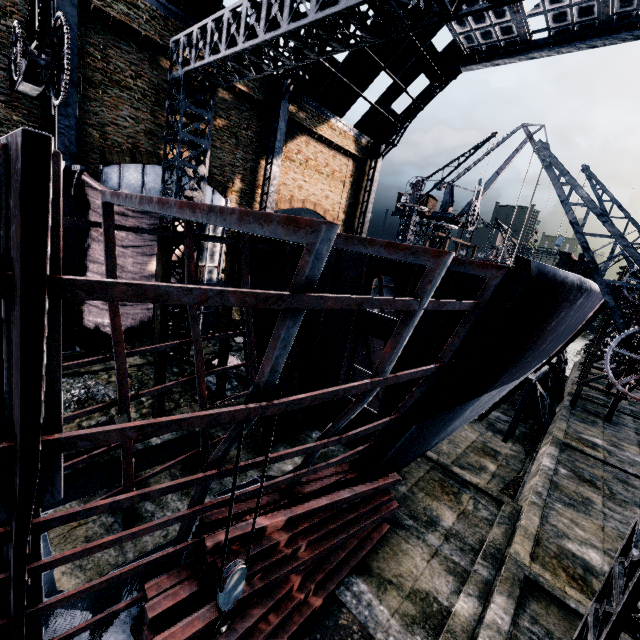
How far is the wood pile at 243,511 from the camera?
7.80m

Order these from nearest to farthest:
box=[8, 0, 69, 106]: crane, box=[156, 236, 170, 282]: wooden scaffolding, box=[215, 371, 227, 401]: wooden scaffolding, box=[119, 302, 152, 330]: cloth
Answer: box=[8, 0, 69, 106]: crane < box=[156, 236, 170, 282]: wooden scaffolding < box=[215, 371, 227, 401]: wooden scaffolding < box=[119, 302, 152, 330]: cloth

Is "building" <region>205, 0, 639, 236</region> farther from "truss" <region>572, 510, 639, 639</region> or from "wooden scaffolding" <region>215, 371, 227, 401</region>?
"wooden scaffolding" <region>215, 371, 227, 401</region>

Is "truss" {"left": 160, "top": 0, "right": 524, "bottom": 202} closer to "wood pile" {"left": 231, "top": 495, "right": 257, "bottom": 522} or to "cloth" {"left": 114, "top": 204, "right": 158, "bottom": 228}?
"cloth" {"left": 114, "top": 204, "right": 158, "bottom": 228}

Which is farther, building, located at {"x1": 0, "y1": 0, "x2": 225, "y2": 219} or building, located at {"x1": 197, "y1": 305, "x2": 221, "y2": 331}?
building, located at {"x1": 197, "y1": 305, "x2": 221, "y2": 331}

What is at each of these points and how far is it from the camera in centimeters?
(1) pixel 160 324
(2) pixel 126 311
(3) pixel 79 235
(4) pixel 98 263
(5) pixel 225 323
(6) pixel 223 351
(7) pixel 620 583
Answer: (1) wooden scaffolding, 1191cm
(2) cloth, 1845cm
(3) building, 1702cm
(4) cloth, 1703cm
(5) wooden scaffolding, 1421cm
(6) wooden scaffolding, 1442cm
(7) truss, 604cm

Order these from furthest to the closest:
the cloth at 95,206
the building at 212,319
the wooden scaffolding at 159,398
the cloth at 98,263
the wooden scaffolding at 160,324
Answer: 1. the building at 212,319
2. the cloth at 98,263
3. the cloth at 95,206
4. the wooden scaffolding at 159,398
5. the wooden scaffolding at 160,324

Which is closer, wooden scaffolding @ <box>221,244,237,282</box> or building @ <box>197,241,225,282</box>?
wooden scaffolding @ <box>221,244,237,282</box>
